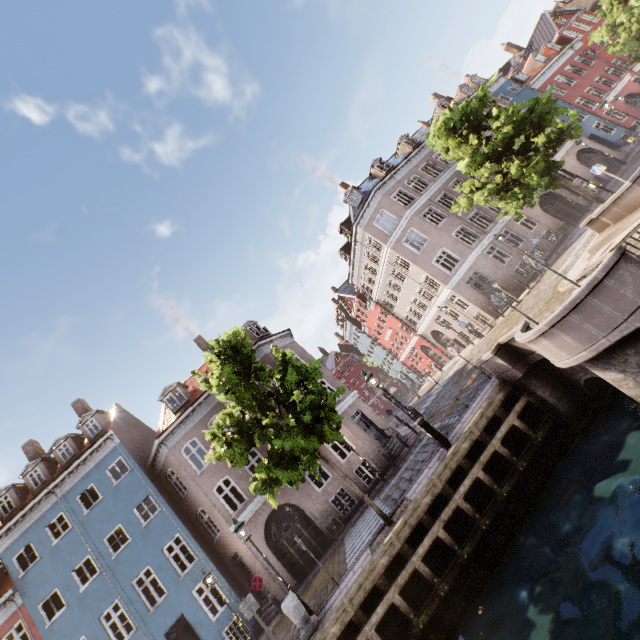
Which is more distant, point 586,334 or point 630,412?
point 630,412

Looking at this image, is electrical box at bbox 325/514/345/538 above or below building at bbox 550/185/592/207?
below

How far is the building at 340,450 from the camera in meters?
17.6 m

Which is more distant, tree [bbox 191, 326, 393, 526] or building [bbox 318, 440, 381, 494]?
building [bbox 318, 440, 381, 494]

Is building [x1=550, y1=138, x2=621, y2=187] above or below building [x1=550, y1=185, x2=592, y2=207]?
above

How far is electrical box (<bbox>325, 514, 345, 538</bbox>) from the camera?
16.5m

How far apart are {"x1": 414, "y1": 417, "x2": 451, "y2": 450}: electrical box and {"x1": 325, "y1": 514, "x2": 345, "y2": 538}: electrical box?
9.3 meters

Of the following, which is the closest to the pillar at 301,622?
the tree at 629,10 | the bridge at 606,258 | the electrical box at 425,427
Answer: the tree at 629,10
